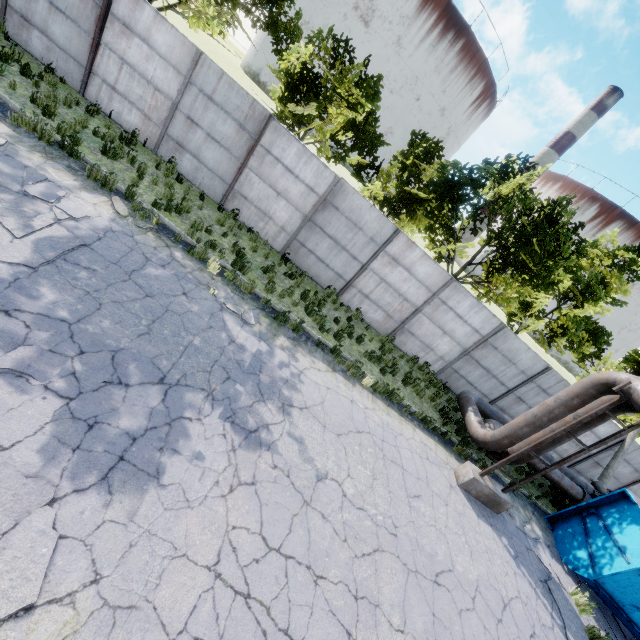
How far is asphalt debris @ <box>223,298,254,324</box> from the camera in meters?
8.2 m

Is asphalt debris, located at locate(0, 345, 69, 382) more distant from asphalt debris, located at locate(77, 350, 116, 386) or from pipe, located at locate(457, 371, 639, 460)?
pipe, located at locate(457, 371, 639, 460)

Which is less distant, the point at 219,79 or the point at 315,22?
the point at 219,79

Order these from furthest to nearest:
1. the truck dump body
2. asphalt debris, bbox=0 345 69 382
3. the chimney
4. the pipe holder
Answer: the chimney, the truck dump body, the pipe holder, asphalt debris, bbox=0 345 69 382

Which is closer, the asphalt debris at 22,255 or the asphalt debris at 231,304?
the asphalt debris at 22,255

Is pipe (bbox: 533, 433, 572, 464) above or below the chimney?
below

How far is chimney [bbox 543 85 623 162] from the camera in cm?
5497

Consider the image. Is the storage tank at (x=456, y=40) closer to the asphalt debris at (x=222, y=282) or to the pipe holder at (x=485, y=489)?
the asphalt debris at (x=222, y=282)
